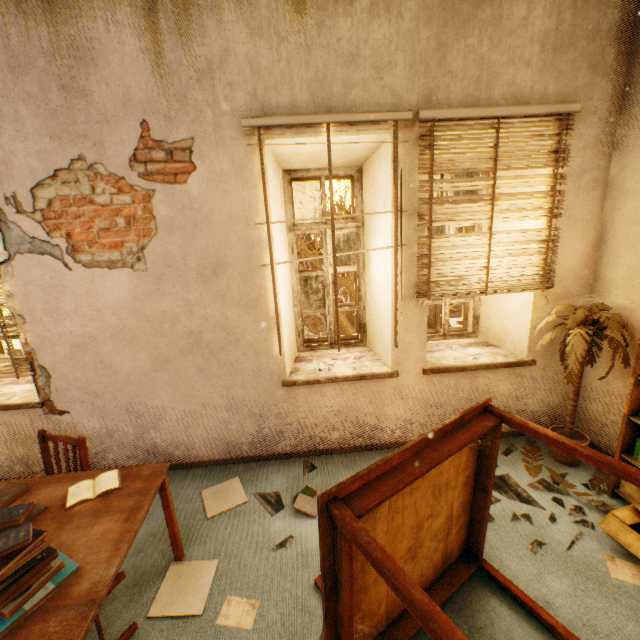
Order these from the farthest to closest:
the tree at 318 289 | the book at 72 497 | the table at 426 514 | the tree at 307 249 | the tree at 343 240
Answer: the tree at 343 240 < the tree at 318 289 < the tree at 307 249 < the book at 72 497 < the table at 426 514

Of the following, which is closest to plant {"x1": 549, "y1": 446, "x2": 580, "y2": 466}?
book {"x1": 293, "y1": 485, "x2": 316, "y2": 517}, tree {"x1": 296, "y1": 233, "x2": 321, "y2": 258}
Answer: book {"x1": 293, "y1": 485, "x2": 316, "y2": 517}

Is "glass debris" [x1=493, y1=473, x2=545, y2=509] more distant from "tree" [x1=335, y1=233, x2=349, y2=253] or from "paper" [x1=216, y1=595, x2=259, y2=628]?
"tree" [x1=335, y1=233, x2=349, y2=253]

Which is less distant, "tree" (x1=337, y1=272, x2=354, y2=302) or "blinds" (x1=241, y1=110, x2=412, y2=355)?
"blinds" (x1=241, y1=110, x2=412, y2=355)

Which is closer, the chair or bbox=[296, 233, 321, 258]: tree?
the chair

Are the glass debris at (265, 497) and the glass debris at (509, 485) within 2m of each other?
yes

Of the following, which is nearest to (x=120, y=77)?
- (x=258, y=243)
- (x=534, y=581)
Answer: (x=258, y=243)

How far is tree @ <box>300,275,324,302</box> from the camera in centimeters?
727cm
